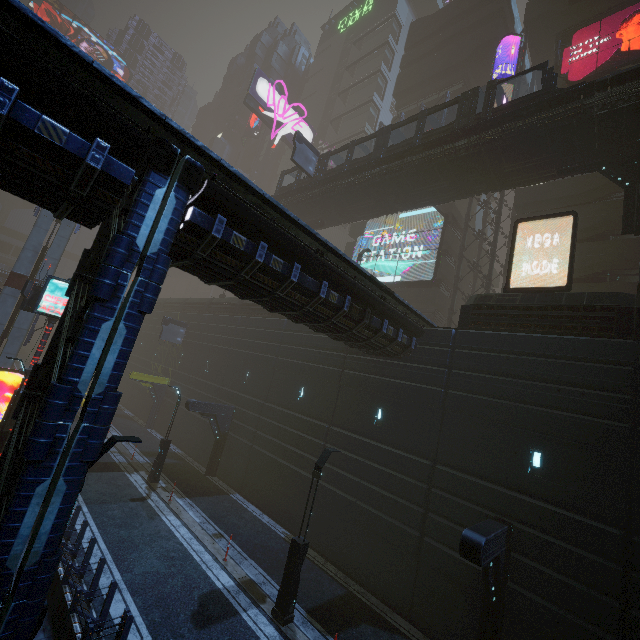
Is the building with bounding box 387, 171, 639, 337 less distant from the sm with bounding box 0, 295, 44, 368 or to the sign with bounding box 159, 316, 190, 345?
the sign with bounding box 159, 316, 190, 345

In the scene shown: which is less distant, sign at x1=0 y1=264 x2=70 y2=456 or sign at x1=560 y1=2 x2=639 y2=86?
sign at x1=0 y1=264 x2=70 y2=456

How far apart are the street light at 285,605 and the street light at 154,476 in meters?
11.3 m

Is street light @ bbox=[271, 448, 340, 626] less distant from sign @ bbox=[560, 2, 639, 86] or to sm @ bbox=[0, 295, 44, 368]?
sm @ bbox=[0, 295, 44, 368]

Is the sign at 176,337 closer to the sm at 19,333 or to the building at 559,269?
the building at 559,269

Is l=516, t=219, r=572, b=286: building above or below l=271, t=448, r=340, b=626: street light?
above

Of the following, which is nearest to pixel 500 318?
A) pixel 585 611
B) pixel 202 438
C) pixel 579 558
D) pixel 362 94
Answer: pixel 579 558

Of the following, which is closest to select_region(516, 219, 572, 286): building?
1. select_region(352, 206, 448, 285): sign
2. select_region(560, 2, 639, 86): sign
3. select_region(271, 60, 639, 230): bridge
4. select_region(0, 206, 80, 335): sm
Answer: select_region(352, 206, 448, 285): sign
